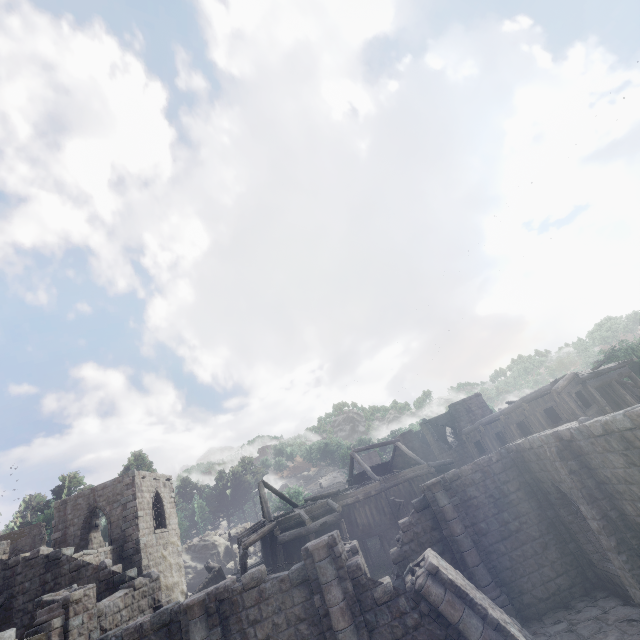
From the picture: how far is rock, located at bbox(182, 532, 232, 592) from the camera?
37.1 meters

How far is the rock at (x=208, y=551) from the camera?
37.1m

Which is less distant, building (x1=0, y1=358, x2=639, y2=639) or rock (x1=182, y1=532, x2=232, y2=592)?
building (x1=0, y1=358, x2=639, y2=639)

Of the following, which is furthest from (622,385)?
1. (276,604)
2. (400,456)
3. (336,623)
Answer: (276,604)

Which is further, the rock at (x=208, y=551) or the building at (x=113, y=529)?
the rock at (x=208, y=551)
